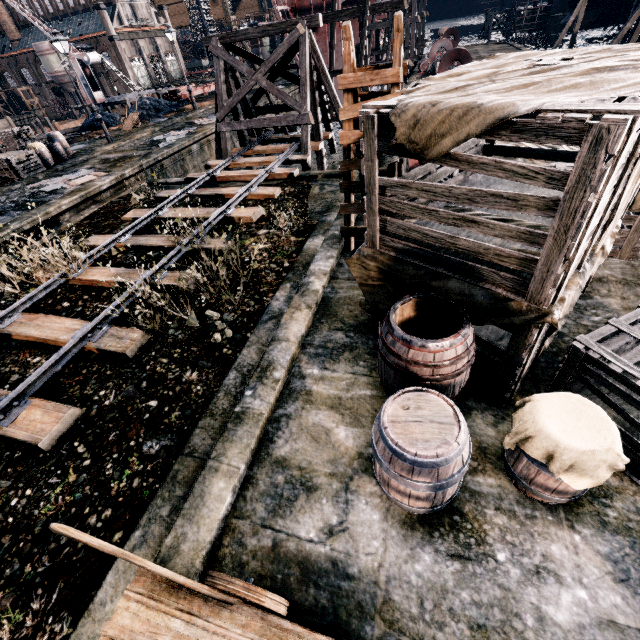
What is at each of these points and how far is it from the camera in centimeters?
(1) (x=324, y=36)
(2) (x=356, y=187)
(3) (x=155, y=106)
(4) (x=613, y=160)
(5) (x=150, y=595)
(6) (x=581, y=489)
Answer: (1) ship construction, 2898cm
(2) ladder, 731cm
(3) coal pile, 3158cm
(4) wooden chest, 250cm
(5) wheelbarrow, 266cm
(6) wooden barrel, 307cm

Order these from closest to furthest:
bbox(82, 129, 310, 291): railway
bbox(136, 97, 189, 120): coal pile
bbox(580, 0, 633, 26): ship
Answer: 1. bbox(82, 129, 310, 291): railway
2. bbox(136, 97, 189, 120): coal pile
3. bbox(580, 0, 633, 26): ship

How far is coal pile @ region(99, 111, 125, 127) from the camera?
28.2m

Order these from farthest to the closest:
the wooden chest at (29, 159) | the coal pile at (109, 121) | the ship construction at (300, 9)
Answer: the coal pile at (109, 121), the ship construction at (300, 9), the wooden chest at (29, 159)

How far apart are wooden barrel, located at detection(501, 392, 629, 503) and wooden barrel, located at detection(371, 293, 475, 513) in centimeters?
43cm

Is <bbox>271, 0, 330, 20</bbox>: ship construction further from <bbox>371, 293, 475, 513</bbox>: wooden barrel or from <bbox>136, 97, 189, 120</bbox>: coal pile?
<bbox>371, 293, 475, 513</bbox>: wooden barrel

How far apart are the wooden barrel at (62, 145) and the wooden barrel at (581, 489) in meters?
26.9

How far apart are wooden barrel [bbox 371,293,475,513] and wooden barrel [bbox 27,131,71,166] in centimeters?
2585cm
